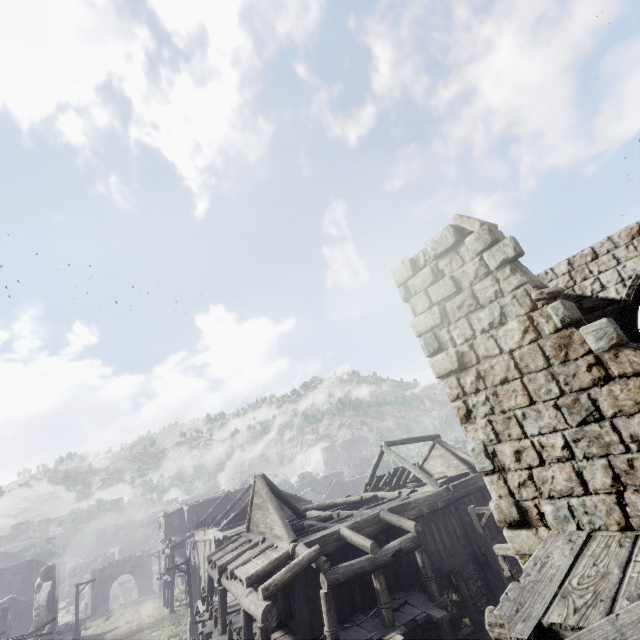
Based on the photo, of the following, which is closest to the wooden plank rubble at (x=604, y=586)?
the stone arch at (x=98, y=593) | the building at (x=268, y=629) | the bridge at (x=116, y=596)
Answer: the building at (x=268, y=629)

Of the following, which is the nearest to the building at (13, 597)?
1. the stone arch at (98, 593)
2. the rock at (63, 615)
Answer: the stone arch at (98, 593)

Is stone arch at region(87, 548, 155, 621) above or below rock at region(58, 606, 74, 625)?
above

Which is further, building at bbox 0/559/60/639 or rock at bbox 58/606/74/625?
rock at bbox 58/606/74/625

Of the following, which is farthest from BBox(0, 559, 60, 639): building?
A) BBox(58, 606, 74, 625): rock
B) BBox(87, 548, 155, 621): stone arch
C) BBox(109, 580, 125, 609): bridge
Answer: BBox(58, 606, 74, 625): rock

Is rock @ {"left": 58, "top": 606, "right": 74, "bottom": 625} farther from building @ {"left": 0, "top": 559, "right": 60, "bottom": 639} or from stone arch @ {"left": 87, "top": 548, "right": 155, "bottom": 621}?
building @ {"left": 0, "top": 559, "right": 60, "bottom": 639}

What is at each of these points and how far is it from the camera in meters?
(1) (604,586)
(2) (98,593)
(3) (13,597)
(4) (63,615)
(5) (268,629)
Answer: (1) wooden plank rubble, 3.1 m
(2) stone arch, 43.7 m
(3) building, 34.7 m
(4) rock, 58.2 m
(5) building, 10.4 m

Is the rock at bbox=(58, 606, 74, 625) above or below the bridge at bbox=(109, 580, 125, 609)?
below
